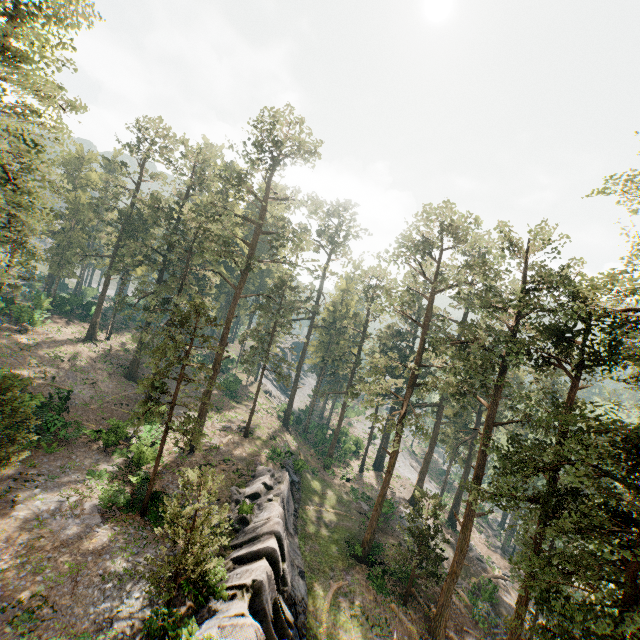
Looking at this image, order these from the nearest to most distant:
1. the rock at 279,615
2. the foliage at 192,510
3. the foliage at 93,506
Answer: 1. the foliage at 192,510
2. the rock at 279,615
3. the foliage at 93,506

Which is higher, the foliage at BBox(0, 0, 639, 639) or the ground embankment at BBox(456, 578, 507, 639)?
the foliage at BBox(0, 0, 639, 639)

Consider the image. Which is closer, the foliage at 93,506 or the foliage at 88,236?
the foliage at 88,236

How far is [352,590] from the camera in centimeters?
2511cm

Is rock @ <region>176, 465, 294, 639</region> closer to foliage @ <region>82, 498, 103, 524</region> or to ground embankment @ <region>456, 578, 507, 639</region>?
foliage @ <region>82, 498, 103, 524</region>

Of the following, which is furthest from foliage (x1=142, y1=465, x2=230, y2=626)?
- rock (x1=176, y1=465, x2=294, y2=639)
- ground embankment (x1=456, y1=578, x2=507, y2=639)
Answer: rock (x1=176, y1=465, x2=294, y2=639)
